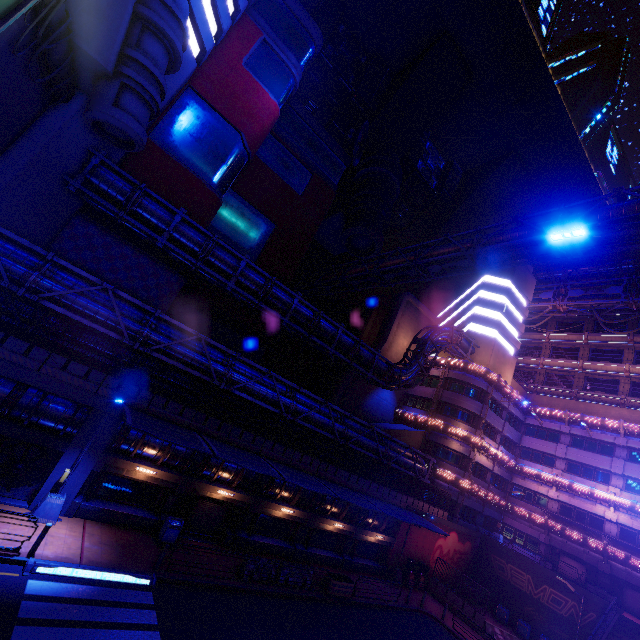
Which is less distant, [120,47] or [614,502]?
[120,47]

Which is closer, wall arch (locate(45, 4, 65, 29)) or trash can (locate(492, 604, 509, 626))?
wall arch (locate(45, 4, 65, 29))

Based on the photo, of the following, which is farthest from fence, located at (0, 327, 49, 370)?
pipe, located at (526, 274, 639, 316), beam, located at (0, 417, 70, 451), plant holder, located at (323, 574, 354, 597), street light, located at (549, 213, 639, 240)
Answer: pipe, located at (526, 274, 639, 316)

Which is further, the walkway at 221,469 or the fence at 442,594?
the fence at 442,594

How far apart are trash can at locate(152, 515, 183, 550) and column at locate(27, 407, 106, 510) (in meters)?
4.35

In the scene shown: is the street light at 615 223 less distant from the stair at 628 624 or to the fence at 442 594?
the stair at 628 624

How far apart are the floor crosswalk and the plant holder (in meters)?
10.92

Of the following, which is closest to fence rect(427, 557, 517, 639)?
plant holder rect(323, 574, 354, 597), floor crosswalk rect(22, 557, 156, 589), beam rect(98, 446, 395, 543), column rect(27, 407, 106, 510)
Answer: beam rect(98, 446, 395, 543)
